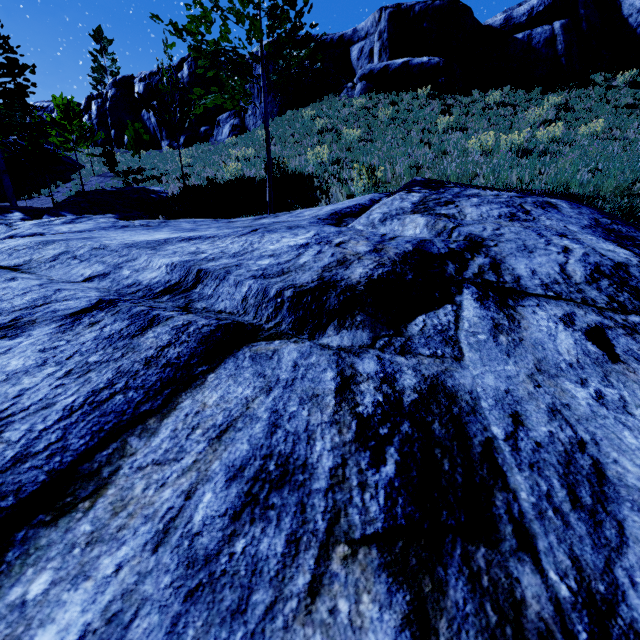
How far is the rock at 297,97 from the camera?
23.3m

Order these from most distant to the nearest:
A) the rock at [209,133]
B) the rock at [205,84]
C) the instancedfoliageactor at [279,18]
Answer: the rock at [205,84] → the rock at [209,133] → the instancedfoliageactor at [279,18]

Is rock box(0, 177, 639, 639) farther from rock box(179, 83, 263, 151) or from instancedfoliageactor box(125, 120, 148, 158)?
rock box(179, 83, 263, 151)

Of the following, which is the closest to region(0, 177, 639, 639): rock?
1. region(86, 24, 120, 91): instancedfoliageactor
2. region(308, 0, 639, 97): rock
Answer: region(308, 0, 639, 97): rock

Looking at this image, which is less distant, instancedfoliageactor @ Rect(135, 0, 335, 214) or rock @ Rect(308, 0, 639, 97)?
instancedfoliageactor @ Rect(135, 0, 335, 214)

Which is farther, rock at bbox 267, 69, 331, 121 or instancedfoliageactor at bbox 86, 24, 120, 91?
instancedfoliageactor at bbox 86, 24, 120, 91

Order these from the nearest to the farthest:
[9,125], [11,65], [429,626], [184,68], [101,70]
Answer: [429,626] < [11,65] < [9,125] < [184,68] < [101,70]
